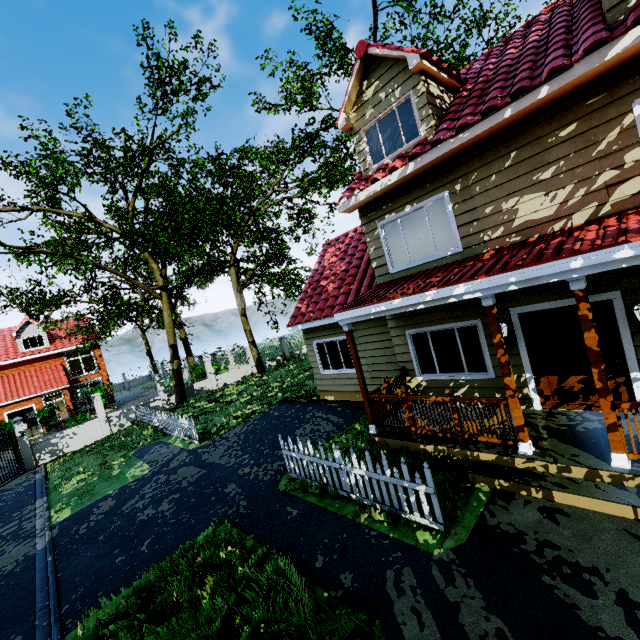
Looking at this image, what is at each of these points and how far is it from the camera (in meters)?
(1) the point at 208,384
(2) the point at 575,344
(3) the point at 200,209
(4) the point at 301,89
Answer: (1) fence, 22.25
(2) door, 6.19
(3) tree, 21.19
(4) tree, 25.92

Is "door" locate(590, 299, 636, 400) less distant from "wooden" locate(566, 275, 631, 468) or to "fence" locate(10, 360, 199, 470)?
"wooden" locate(566, 275, 631, 468)

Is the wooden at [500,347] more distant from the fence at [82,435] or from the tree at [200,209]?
the fence at [82,435]

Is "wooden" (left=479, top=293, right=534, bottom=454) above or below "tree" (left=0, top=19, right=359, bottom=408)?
below

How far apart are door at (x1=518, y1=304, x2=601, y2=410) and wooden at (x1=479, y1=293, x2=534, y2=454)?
1.71m

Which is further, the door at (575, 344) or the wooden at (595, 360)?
the door at (575, 344)

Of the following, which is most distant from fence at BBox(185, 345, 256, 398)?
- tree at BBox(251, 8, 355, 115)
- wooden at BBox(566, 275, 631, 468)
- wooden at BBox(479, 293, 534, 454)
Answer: wooden at BBox(566, 275, 631, 468)

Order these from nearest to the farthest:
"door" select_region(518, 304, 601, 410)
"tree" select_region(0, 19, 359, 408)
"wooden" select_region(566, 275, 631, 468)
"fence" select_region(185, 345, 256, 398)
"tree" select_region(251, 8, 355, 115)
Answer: "wooden" select_region(566, 275, 631, 468)
"door" select_region(518, 304, 601, 410)
"tree" select_region(0, 19, 359, 408)
"fence" select_region(185, 345, 256, 398)
"tree" select_region(251, 8, 355, 115)
